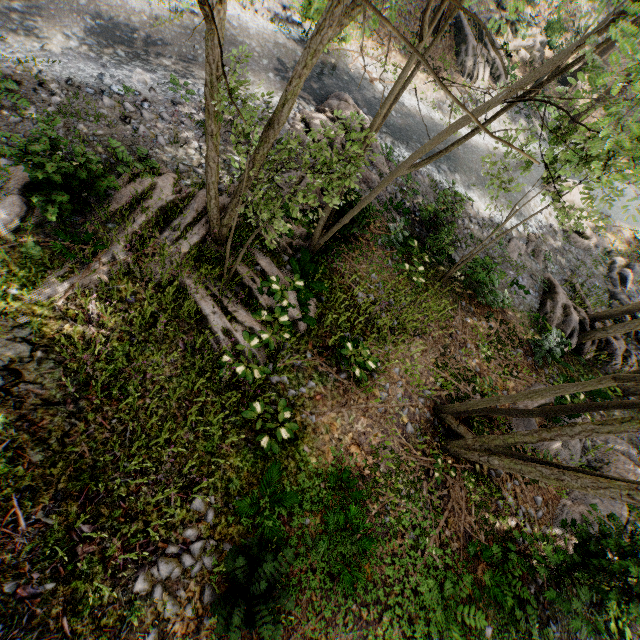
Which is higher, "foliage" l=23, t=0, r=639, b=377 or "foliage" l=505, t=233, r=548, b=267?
"foliage" l=23, t=0, r=639, b=377

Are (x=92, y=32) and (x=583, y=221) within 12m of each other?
no

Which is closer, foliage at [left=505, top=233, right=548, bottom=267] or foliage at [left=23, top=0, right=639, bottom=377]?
foliage at [left=23, top=0, right=639, bottom=377]

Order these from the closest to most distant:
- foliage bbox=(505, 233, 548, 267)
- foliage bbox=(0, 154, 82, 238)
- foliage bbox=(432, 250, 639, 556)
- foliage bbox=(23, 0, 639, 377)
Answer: foliage bbox=(23, 0, 639, 377)
foliage bbox=(432, 250, 639, 556)
foliage bbox=(0, 154, 82, 238)
foliage bbox=(505, 233, 548, 267)

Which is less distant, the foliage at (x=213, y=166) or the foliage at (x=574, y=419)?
the foliage at (x=213, y=166)

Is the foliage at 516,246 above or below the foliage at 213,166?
below

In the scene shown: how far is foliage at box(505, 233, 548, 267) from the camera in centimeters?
1750cm
